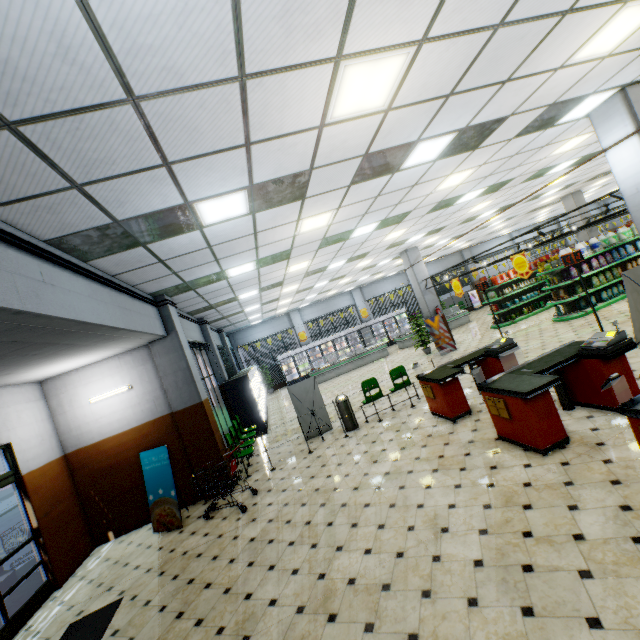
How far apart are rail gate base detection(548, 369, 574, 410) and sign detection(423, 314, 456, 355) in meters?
7.3 m

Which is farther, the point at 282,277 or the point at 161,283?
the point at 282,277

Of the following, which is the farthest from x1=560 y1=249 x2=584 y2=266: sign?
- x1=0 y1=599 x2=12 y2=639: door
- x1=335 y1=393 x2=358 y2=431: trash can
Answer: x1=0 y1=599 x2=12 y2=639: door

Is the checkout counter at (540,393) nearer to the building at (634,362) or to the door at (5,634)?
the building at (634,362)

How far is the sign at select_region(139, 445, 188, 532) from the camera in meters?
6.7

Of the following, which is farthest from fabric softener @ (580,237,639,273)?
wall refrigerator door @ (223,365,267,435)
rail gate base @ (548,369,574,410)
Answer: wall refrigerator door @ (223,365,267,435)

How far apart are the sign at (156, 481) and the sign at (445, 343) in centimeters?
1072cm

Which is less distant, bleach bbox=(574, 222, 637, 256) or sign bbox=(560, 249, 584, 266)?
sign bbox=(560, 249, 584, 266)
